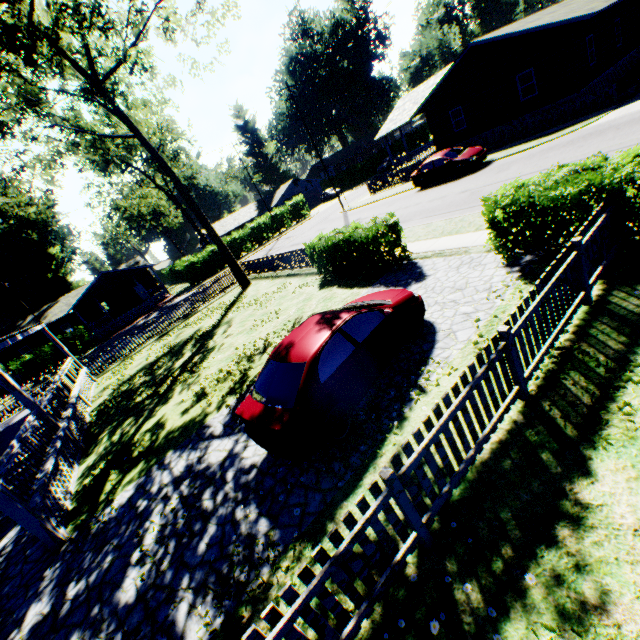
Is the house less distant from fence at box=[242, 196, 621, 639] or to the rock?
the rock

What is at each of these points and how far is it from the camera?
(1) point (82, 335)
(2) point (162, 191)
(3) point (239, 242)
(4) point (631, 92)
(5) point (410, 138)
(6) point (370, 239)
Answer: (1) hedge, 33.6m
(2) plant, 47.3m
(3) hedge, 41.6m
(4) rock, 16.4m
(5) hedge, 56.1m
(6) hedge, 11.4m

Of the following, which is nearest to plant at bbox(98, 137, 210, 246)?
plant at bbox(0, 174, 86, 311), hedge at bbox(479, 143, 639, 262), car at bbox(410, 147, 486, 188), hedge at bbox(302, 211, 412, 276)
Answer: plant at bbox(0, 174, 86, 311)

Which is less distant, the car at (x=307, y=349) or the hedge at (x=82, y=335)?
the car at (x=307, y=349)

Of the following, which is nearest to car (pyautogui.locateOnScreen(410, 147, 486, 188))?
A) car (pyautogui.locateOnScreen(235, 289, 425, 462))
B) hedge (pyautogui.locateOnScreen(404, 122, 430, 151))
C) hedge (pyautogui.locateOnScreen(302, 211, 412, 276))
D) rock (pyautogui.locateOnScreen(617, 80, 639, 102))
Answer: rock (pyautogui.locateOnScreen(617, 80, 639, 102))

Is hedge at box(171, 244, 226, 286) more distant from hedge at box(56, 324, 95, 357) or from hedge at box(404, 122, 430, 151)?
hedge at box(404, 122, 430, 151)

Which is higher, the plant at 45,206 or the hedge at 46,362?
the plant at 45,206

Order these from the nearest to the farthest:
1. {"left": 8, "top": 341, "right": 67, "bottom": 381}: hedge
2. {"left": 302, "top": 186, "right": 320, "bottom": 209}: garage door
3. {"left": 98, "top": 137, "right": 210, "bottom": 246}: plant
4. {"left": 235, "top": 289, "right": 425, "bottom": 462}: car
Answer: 1. {"left": 235, "top": 289, "right": 425, "bottom": 462}: car
2. {"left": 8, "top": 341, "right": 67, "bottom": 381}: hedge
3. {"left": 98, "top": 137, "right": 210, "bottom": 246}: plant
4. {"left": 302, "top": 186, "right": 320, "bottom": 209}: garage door
